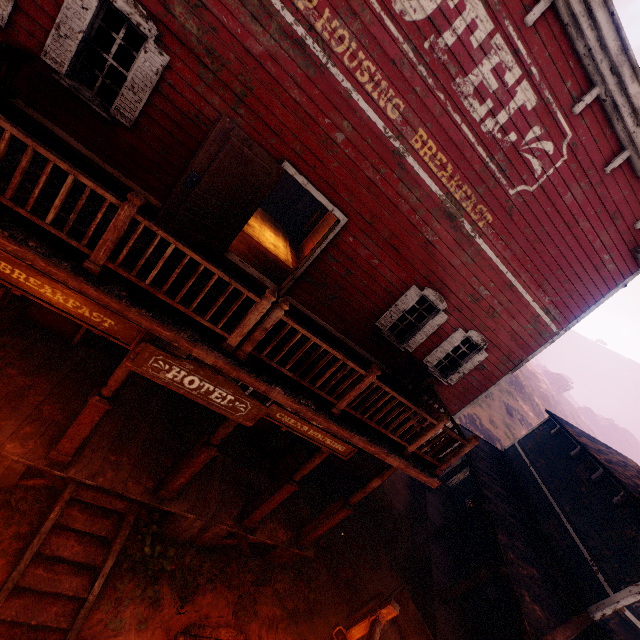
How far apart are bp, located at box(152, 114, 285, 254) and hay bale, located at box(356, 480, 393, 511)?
9.9 meters

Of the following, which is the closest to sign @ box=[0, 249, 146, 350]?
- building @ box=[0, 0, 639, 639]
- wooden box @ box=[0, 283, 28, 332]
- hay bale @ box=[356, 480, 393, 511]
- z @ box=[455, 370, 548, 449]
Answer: building @ box=[0, 0, 639, 639]

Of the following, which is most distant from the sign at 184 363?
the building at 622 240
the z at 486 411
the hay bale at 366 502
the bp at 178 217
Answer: the hay bale at 366 502

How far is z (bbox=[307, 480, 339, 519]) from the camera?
10.37m

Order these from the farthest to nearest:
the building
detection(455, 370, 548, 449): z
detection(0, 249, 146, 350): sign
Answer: detection(455, 370, 548, 449): z < the building < detection(0, 249, 146, 350): sign

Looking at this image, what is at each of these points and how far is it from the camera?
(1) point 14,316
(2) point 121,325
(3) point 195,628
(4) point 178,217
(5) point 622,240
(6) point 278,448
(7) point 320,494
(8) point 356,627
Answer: (1) wooden box, 6.63m
(2) sign, 4.13m
(3) hay bale, 5.64m
(4) bp, 5.71m
(5) building, 8.16m
(6) barrel, 9.08m
(7) z, 11.12m
(8) light pole, 5.46m

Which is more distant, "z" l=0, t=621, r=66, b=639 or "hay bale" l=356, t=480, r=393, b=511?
"hay bale" l=356, t=480, r=393, b=511

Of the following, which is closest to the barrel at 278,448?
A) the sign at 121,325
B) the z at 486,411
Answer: the z at 486,411
